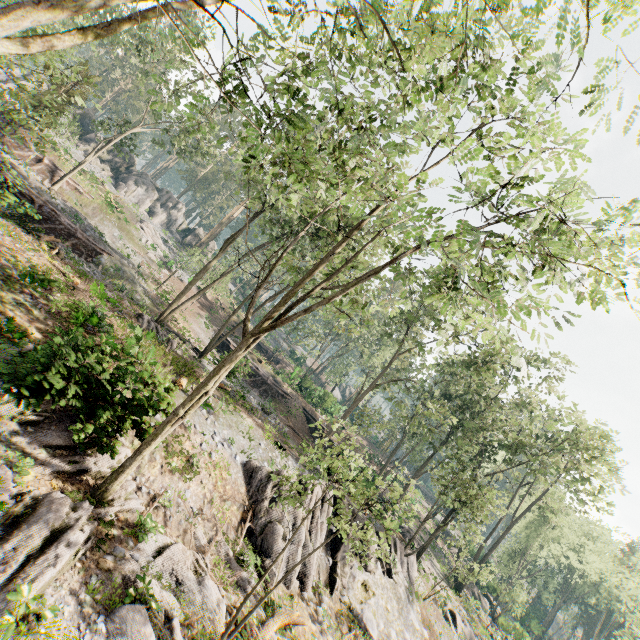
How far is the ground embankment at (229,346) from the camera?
18.8 meters

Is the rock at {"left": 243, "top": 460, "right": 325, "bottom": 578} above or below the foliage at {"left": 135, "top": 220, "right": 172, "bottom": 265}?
below

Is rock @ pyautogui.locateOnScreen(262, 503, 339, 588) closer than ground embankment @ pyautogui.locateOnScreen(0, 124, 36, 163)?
Yes

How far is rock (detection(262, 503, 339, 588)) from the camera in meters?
13.0

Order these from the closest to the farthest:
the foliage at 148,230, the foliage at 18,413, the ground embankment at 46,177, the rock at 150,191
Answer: the foliage at 18,413, the ground embankment at 46,177, the foliage at 148,230, the rock at 150,191

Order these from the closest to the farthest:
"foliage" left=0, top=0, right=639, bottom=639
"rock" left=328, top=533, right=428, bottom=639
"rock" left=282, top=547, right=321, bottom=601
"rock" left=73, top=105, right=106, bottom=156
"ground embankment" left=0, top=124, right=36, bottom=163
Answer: "foliage" left=0, top=0, right=639, bottom=639 → "rock" left=282, top=547, right=321, bottom=601 → "rock" left=328, top=533, right=428, bottom=639 → "ground embankment" left=0, top=124, right=36, bottom=163 → "rock" left=73, top=105, right=106, bottom=156

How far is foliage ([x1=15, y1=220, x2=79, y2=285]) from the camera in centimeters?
1646cm

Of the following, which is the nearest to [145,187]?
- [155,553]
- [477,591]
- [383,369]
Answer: [383,369]
